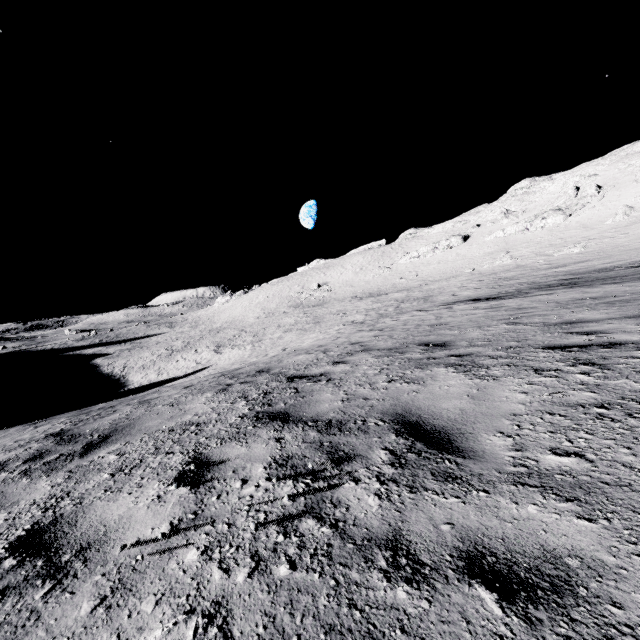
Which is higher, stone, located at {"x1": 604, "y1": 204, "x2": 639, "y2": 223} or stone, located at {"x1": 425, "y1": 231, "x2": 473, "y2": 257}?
stone, located at {"x1": 425, "y1": 231, "x2": 473, "y2": 257}

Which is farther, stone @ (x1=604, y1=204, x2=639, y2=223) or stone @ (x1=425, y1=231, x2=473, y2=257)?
stone @ (x1=425, y1=231, x2=473, y2=257)

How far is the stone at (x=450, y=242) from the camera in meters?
57.4 m

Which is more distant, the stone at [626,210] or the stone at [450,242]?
the stone at [450,242]

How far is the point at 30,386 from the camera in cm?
4009

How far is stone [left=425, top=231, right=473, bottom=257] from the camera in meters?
57.4
